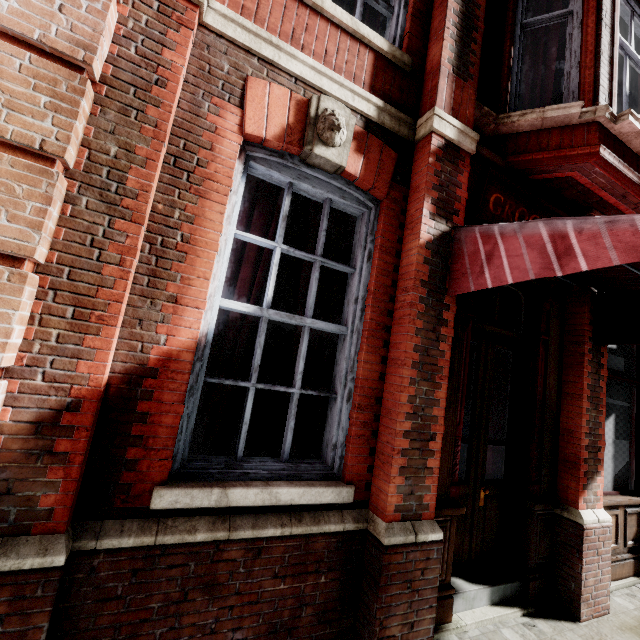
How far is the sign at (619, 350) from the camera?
4.6 meters

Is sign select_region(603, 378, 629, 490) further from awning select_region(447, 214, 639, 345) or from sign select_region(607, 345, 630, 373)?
awning select_region(447, 214, 639, 345)

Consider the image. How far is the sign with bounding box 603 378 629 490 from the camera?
4.4m

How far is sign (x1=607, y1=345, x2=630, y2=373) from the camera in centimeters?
464cm

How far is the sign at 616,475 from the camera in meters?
4.4

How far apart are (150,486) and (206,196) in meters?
1.9

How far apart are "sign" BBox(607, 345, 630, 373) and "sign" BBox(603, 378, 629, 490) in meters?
0.1 m
